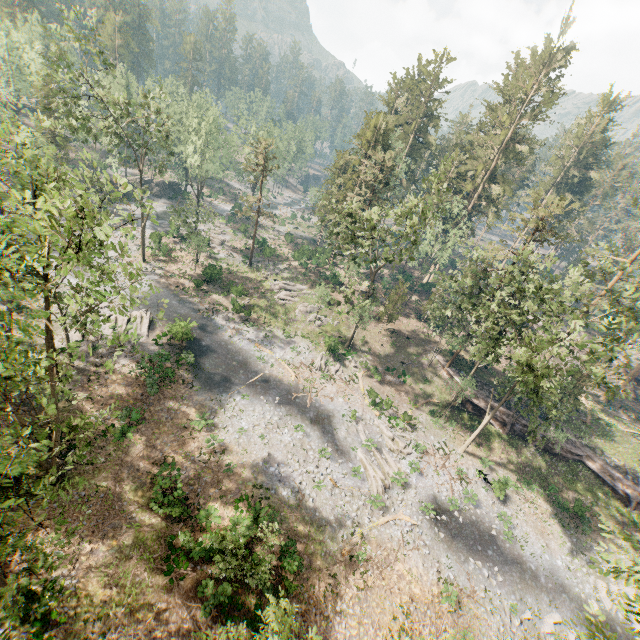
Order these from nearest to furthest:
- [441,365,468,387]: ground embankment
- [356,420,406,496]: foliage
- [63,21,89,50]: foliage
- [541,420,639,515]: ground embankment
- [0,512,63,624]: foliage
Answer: [0,512,63,624]: foliage, [63,21,89,50]: foliage, [356,420,406,496]: foliage, [541,420,639,515]: ground embankment, [441,365,468,387]: ground embankment

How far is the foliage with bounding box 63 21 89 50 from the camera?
25.2 meters

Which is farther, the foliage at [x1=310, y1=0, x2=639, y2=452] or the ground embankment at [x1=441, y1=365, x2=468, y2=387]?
the ground embankment at [x1=441, y1=365, x2=468, y2=387]

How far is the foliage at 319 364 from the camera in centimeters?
3622cm

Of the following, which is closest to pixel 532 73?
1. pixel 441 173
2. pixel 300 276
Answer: pixel 441 173

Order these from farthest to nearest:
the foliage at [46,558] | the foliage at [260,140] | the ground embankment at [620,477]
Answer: the foliage at [260,140]
the ground embankment at [620,477]
the foliage at [46,558]
